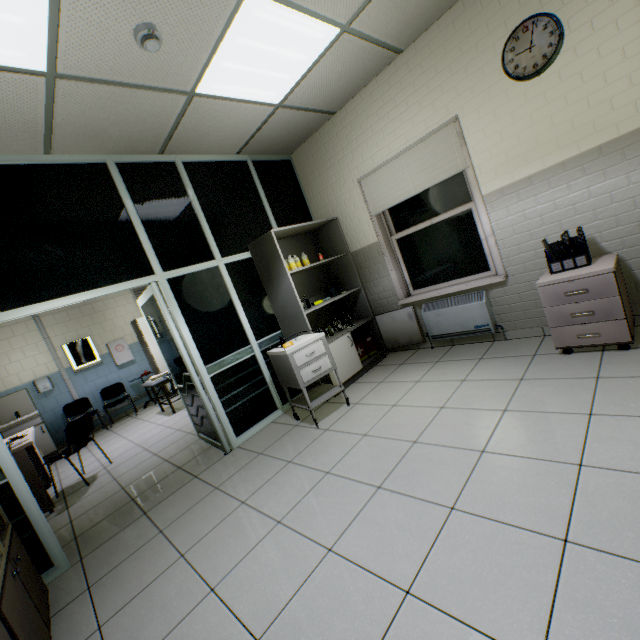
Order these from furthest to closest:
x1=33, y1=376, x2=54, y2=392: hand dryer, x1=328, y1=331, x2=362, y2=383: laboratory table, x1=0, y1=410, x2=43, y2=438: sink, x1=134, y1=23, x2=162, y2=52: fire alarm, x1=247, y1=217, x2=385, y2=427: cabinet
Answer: x1=33, y1=376, x2=54, y2=392: hand dryer → x1=0, y1=410, x2=43, y2=438: sink → x1=328, y1=331, x2=362, y2=383: laboratory table → x1=247, y1=217, x2=385, y2=427: cabinet → x1=134, y1=23, x2=162, y2=52: fire alarm

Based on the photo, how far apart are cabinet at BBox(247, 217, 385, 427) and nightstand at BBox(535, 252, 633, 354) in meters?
2.0 m

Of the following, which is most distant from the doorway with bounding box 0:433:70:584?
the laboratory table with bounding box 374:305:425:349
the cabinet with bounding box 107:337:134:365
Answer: the cabinet with bounding box 107:337:134:365

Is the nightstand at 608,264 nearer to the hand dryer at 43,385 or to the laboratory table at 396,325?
the laboratory table at 396,325

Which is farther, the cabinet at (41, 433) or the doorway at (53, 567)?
the cabinet at (41, 433)

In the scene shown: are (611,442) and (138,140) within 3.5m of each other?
no

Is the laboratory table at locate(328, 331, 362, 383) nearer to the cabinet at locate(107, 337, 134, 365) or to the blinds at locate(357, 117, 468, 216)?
the blinds at locate(357, 117, 468, 216)

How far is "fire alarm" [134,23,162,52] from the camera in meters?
2.0
